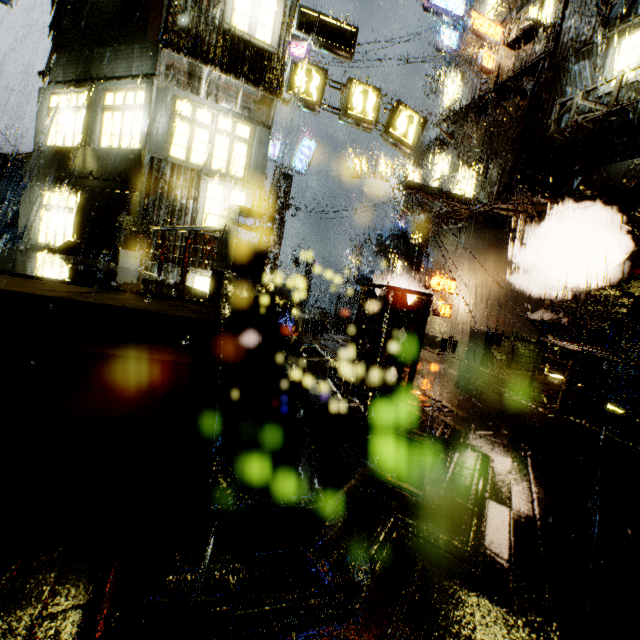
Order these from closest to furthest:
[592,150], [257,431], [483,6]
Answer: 1. [257,431]
2. [592,150]
3. [483,6]

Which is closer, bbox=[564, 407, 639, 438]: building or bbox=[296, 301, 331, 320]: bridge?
bbox=[564, 407, 639, 438]: building

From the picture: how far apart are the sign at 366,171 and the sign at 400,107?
9.6m

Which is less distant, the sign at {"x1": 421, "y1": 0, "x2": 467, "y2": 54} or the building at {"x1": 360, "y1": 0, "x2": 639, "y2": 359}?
the building at {"x1": 360, "y1": 0, "x2": 639, "y2": 359}

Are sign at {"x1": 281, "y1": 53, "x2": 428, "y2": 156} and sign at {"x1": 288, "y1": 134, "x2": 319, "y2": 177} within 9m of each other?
no

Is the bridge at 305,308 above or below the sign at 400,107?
below

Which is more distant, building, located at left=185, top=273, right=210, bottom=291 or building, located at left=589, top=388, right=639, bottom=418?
building, located at left=185, top=273, right=210, bottom=291

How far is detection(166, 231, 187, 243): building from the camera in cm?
1020
